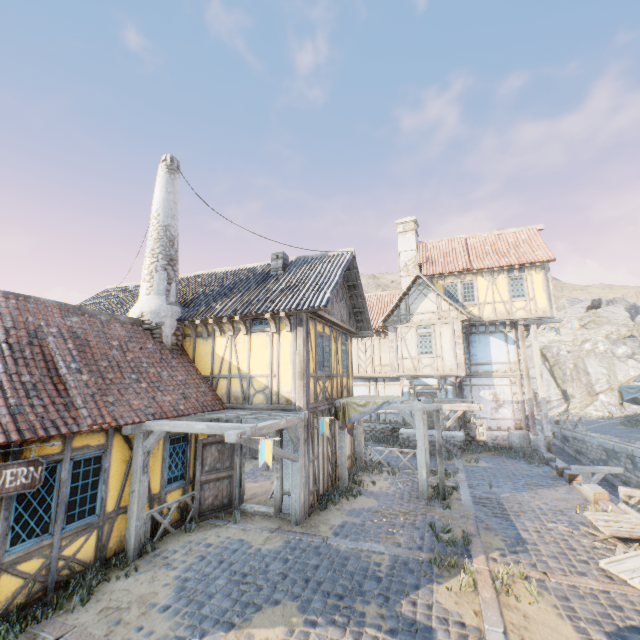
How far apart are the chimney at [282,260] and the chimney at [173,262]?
3.3 meters

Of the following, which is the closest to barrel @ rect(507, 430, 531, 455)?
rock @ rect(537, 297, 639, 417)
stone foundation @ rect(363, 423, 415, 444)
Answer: stone foundation @ rect(363, 423, 415, 444)

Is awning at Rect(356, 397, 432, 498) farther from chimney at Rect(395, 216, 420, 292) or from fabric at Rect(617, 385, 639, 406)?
fabric at Rect(617, 385, 639, 406)

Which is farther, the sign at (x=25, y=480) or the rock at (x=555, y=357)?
the rock at (x=555, y=357)

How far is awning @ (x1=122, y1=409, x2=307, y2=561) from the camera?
6.8m

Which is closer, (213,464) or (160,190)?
(213,464)

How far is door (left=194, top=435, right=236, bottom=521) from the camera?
9.0 meters

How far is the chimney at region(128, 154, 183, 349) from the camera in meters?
10.4
